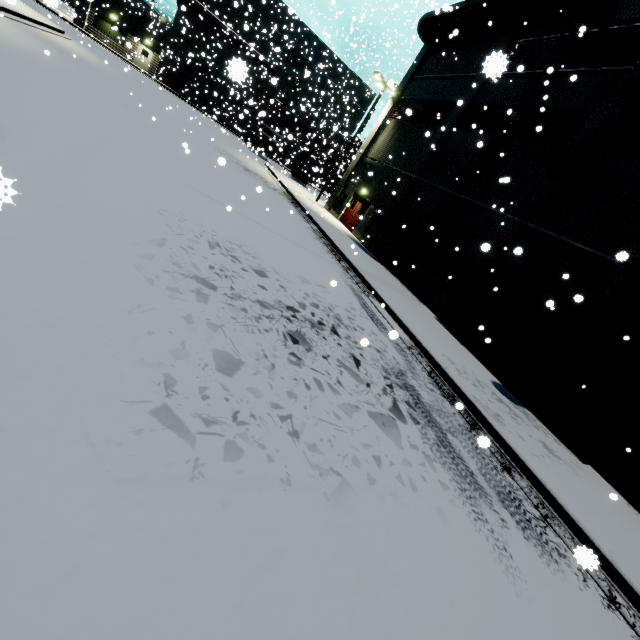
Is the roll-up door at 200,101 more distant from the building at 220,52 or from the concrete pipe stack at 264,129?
the concrete pipe stack at 264,129

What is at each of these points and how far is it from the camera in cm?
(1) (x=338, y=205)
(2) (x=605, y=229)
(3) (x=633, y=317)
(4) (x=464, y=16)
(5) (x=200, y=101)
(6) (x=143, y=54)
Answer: (1) electrical box, 2512
(2) building, 1034
(3) vent duct, 855
(4) vent duct, 1825
(5) roll-up door, 4084
(6) door, 3678

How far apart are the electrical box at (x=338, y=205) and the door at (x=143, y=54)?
28.85m

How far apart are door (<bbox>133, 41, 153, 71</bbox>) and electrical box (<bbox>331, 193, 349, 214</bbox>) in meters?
28.8

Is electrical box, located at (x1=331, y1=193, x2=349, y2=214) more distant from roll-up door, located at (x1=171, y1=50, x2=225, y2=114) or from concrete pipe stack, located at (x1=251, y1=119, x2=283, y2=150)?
concrete pipe stack, located at (x1=251, y1=119, x2=283, y2=150)

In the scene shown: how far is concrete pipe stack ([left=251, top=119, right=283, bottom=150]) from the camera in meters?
34.4 m

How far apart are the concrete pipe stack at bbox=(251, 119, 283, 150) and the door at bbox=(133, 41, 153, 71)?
14.7 meters

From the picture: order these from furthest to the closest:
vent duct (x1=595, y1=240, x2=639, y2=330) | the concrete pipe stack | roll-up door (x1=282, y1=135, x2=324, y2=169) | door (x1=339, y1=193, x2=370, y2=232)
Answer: roll-up door (x1=282, y1=135, x2=324, y2=169) → the concrete pipe stack → door (x1=339, y1=193, x2=370, y2=232) → vent duct (x1=595, y1=240, x2=639, y2=330)
